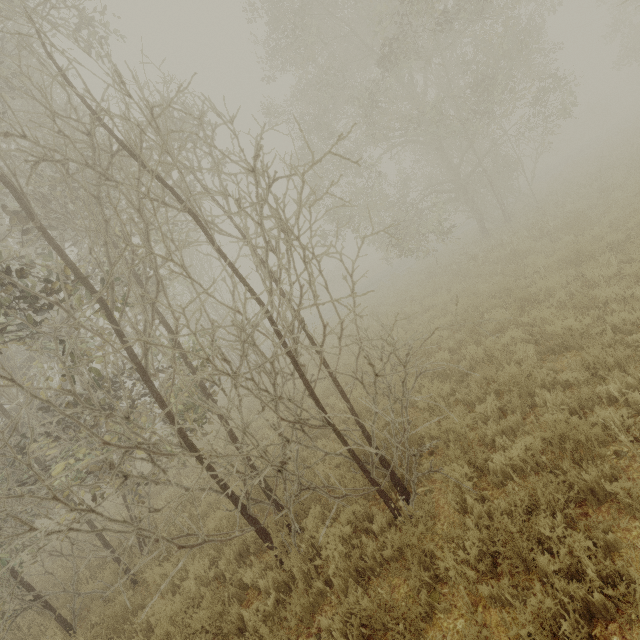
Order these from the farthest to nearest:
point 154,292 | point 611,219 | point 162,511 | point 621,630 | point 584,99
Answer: point 584,99, point 611,219, point 162,511, point 154,292, point 621,630
